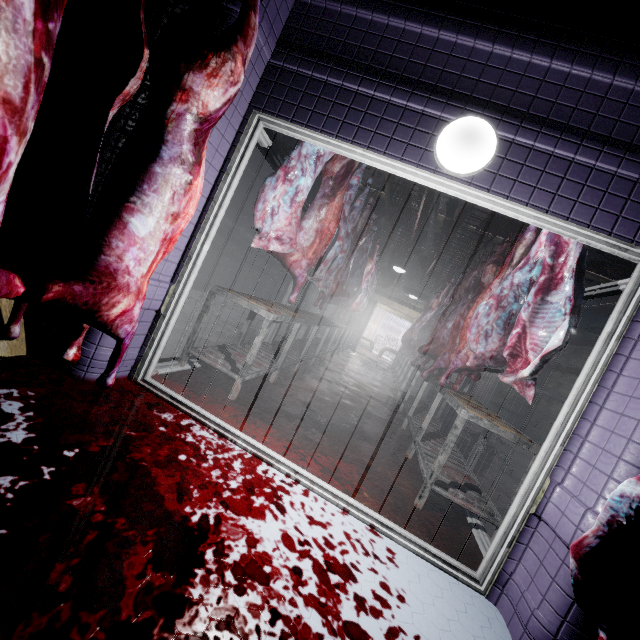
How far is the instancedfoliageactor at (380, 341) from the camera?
19.62m

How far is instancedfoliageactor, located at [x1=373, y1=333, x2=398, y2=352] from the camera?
19.6m

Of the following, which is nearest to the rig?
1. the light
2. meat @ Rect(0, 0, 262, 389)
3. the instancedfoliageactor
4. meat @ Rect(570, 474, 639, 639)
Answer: the light

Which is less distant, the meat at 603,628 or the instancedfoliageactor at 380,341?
the meat at 603,628

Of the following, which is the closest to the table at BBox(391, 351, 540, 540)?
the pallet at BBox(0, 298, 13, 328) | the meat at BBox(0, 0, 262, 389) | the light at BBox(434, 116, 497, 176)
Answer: the light at BBox(434, 116, 497, 176)

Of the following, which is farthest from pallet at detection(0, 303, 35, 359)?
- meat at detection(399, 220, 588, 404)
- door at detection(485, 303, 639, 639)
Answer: meat at detection(399, 220, 588, 404)

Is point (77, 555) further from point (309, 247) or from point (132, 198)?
point (309, 247)

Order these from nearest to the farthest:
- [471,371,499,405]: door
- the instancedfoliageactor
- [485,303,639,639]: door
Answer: [485,303,639,639]: door → [471,371,499,405]: door → the instancedfoliageactor
